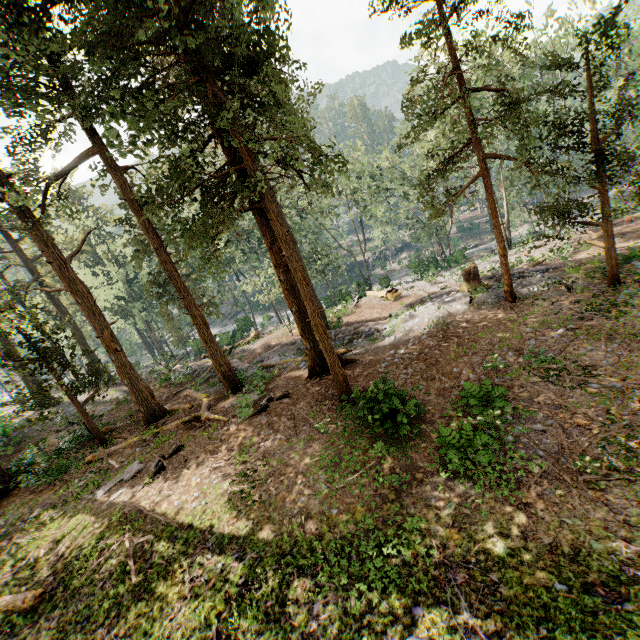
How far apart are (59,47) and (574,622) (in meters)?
20.06

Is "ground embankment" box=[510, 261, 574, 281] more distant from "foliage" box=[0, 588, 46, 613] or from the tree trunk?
the tree trunk

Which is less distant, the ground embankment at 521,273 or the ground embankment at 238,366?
the ground embankment at 521,273

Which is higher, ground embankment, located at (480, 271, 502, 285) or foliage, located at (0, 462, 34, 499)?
foliage, located at (0, 462, 34, 499)

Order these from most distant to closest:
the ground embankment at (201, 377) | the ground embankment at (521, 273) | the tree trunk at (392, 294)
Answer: the tree trunk at (392, 294) → the ground embankment at (201, 377) → the ground embankment at (521, 273)

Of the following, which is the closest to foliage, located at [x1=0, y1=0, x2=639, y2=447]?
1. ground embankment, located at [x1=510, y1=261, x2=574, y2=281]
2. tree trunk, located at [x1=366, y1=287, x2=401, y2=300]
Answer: ground embankment, located at [x1=510, y1=261, x2=574, y2=281]
